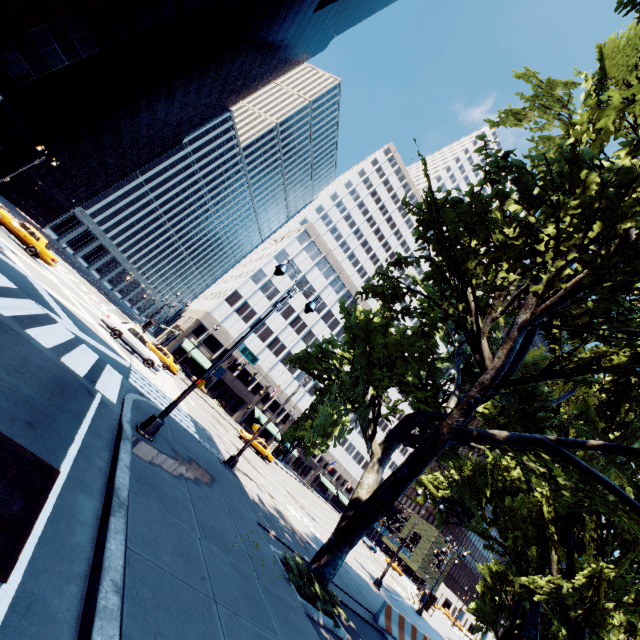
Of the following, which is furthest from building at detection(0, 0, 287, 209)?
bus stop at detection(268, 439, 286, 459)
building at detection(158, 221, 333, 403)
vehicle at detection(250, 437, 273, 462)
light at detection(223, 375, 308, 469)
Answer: bus stop at detection(268, 439, 286, 459)

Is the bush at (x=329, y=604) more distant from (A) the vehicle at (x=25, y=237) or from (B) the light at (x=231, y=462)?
(A) the vehicle at (x=25, y=237)

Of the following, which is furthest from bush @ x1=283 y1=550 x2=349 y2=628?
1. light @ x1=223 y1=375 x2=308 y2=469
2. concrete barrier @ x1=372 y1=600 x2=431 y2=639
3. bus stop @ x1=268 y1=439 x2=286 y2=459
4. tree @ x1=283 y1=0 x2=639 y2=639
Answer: bus stop @ x1=268 y1=439 x2=286 y2=459

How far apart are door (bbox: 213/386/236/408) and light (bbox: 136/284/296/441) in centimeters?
4291cm

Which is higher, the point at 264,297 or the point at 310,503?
the point at 264,297

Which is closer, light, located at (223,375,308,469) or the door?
light, located at (223,375,308,469)

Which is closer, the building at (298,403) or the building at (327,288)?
the building at (327,288)

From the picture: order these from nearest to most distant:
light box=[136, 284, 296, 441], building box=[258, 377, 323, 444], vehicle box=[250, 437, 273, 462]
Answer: light box=[136, 284, 296, 441]
vehicle box=[250, 437, 273, 462]
building box=[258, 377, 323, 444]
